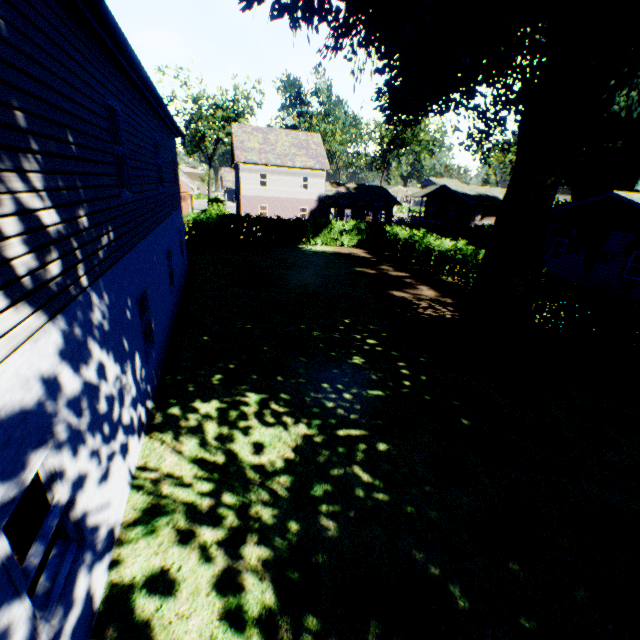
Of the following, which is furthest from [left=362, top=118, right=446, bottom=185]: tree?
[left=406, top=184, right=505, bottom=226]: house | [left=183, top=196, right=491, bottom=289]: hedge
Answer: [left=183, top=196, right=491, bottom=289]: hedge

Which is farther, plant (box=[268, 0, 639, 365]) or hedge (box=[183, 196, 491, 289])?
hedge (box=[183, 196, 491, 289])

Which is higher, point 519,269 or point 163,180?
point 163,180

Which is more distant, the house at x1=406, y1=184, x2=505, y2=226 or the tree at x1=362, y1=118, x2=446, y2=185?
the tree at x1=362, y1=118, x2=446, y2=185

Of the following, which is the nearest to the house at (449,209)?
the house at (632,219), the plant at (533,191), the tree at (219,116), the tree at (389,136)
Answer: the plant at (533,191)

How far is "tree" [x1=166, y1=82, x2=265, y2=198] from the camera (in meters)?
43.12

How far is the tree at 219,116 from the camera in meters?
43.1 m

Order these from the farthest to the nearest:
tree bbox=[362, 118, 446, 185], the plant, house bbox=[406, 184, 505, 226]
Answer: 1. tree bbox=[362, 118, 446, 185]
2. house bbox=[406, 184, 505, 226]
3. the plant
